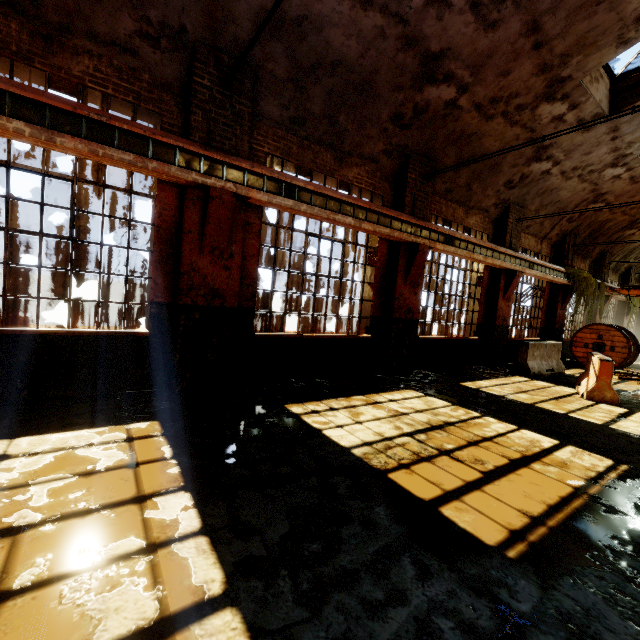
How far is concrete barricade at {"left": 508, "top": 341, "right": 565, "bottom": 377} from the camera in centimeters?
987cm

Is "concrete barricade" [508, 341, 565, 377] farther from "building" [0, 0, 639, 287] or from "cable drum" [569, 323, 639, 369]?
"cable drum" [569, 323, 639, 369]

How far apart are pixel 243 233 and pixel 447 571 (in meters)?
5.24

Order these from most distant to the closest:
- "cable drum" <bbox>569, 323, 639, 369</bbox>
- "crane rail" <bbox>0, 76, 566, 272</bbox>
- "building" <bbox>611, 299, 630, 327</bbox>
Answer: "building" <bbox>611, 299, 630, 327</bbox>, "cable drum" <bbox>569, 323, 639, 369</bbox>, "crane rail" <bbox>0, 76, 566, 272</bbox>

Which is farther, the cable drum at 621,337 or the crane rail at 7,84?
the cable drum at 621,337

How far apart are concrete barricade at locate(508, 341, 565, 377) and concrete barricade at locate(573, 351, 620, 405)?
0.9 meters

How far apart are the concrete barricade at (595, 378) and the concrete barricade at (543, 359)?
0.9m

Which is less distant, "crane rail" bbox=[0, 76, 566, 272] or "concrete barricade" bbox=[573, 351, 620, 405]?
"crane rail" bbox=[0, 76, 566, 272]
